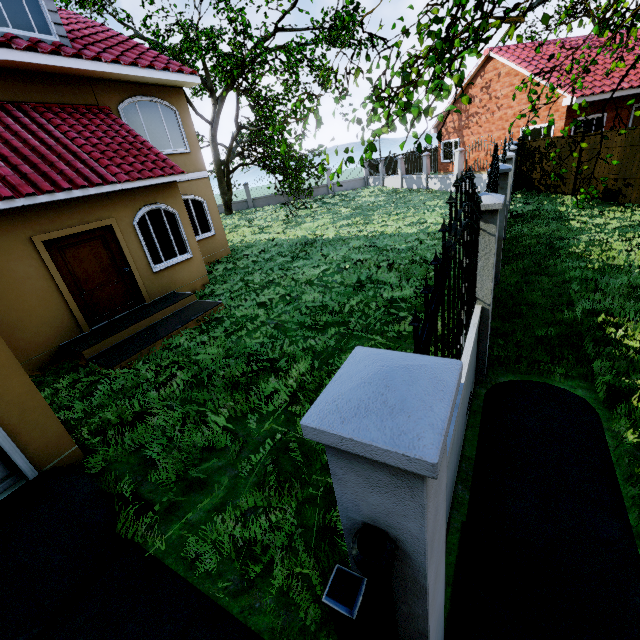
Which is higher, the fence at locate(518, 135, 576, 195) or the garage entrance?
the fence at locate(518, 135, 576, 195)

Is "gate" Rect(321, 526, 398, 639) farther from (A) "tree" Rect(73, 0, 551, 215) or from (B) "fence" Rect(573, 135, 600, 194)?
(A) "tree" Rect(73, 0, 551, 215)

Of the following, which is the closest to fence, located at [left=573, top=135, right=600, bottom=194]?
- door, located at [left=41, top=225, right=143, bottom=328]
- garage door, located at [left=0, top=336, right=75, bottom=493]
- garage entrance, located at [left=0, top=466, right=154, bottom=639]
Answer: garage entrance, located at [left=0, top=466, right=154, bottom=639]

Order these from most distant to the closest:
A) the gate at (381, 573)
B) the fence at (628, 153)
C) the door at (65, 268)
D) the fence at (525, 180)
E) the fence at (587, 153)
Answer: the fence at (525, 180) < the fence at (587, 153) < the fence at (628, 153) < the door at (65, 268) < the gate at (381, 573)

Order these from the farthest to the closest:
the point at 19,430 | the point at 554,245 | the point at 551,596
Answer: the point at 554,245
the point at 19,430
the point at 551,596

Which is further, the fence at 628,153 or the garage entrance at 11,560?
the fence at 628,153

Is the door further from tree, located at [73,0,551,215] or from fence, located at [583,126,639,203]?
fence, located at [583,126,639,203]

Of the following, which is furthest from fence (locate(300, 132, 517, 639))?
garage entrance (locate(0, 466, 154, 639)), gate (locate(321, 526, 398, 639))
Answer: garage entrance (locate(0, 466, 154, 639))
